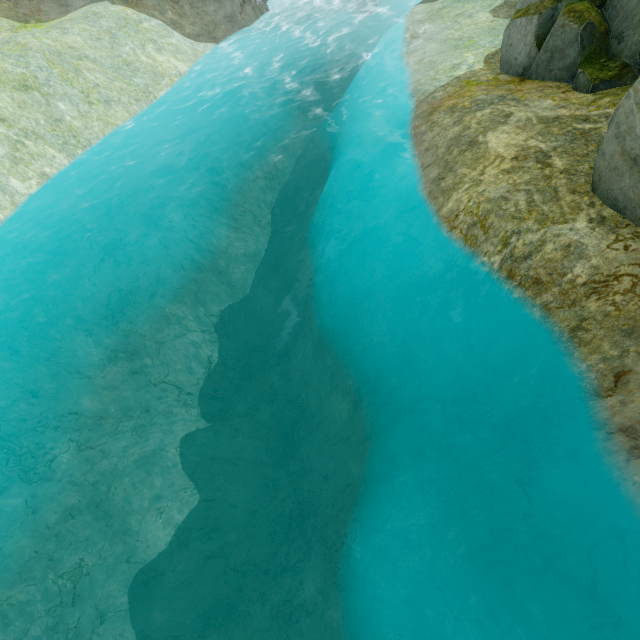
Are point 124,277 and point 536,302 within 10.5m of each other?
no
